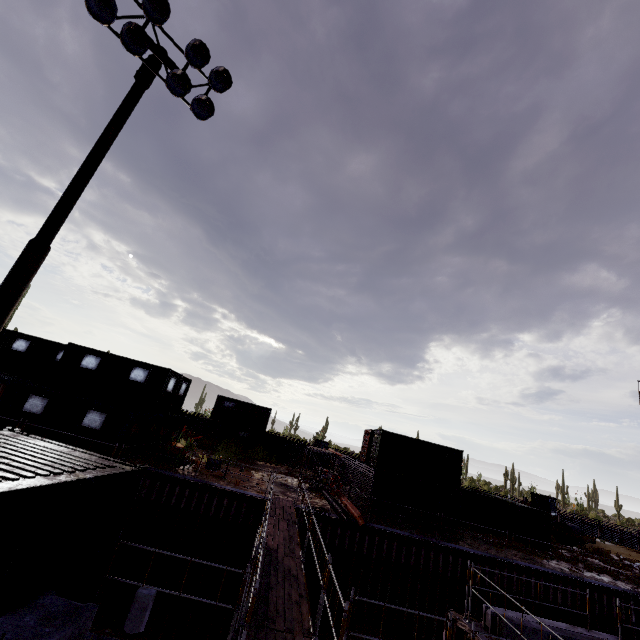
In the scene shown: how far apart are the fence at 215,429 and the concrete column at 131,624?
25.1m

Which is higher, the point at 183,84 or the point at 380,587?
the point at 183,84

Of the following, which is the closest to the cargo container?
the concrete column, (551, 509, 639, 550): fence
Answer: the concrete column

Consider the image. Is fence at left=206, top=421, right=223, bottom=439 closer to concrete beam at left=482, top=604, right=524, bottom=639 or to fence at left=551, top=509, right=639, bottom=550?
concrete beam at left=482, top=604, right=524, bottom=639

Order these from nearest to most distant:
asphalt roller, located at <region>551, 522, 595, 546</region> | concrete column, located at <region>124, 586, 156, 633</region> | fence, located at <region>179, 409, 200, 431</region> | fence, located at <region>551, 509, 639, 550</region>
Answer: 1. concrete column, located at <region>124, 586, 156, 633</region>
2. asphalt roller, located at <region>551, 522, 595, 546</region>
3. fence, located at <region>551, 509, 639, 550</region>
4. fence, located at <region>179, 409, 200, 431</region>

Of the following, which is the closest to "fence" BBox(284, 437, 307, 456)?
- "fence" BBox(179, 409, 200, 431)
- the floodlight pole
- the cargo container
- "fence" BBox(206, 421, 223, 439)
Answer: the cargo container

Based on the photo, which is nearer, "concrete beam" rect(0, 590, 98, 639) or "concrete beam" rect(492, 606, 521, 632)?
"concrete beam" rect(0, 590, 98, 639)

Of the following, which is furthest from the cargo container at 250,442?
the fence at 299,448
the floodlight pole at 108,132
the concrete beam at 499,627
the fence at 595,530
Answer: Result: the fence at 595,530
